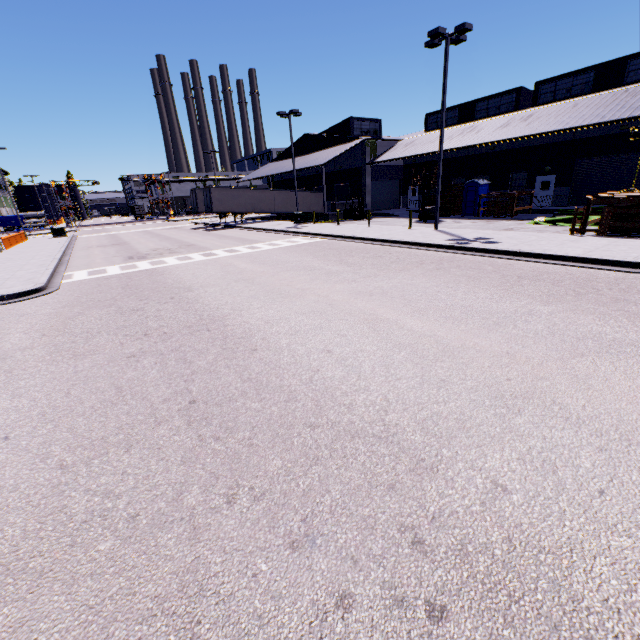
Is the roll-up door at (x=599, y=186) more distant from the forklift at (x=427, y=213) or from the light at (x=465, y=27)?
the light at (x=465, y=27)

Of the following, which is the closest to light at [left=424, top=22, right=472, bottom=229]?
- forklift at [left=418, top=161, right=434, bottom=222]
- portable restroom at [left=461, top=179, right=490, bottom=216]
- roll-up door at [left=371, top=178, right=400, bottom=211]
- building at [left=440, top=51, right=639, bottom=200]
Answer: building at [left=440, top=51, right=639, bottom=200]

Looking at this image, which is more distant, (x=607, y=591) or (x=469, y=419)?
(x=469, y=419)

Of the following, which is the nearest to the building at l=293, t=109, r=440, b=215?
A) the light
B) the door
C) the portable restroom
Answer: the door

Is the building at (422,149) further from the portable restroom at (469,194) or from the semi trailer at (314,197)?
the portable restroom at (469,194)

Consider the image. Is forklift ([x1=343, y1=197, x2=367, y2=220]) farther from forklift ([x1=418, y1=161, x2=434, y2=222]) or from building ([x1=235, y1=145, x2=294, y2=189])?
forklift ([x1=418, y1=161, x2=434, y2=222])

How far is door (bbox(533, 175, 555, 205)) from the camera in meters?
27.3 m

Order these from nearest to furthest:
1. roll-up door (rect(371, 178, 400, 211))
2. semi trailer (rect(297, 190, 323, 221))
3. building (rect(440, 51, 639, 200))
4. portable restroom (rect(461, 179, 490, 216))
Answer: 1. building (rect(440, 51, 639, 200))
2. portable restroom (rect(461, 179, 490, 216))
3. roll-up door (rect(371, 178, 400, 211))
4. semi trailer (rect(297, 190, 323, 221))
